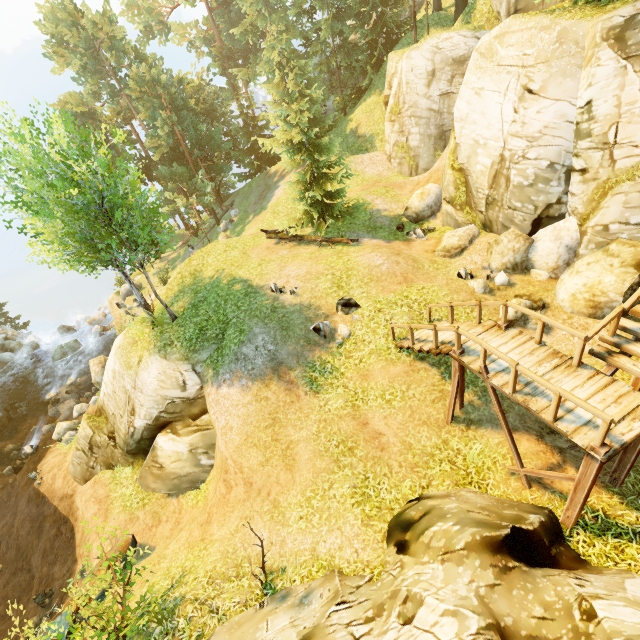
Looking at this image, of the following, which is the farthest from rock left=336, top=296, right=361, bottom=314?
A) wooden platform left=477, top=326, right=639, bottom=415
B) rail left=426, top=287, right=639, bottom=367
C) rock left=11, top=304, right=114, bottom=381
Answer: rock left=11, top=304, right=114, bottom=381

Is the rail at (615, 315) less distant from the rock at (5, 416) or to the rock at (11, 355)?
the rock at (5, 416)

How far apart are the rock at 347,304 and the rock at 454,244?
4.74m

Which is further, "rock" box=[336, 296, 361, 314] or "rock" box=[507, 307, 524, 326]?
"rock" box=[336, 296, 361, 314]

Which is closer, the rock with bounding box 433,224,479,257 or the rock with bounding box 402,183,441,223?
the rock with bounding box 433,224,479,257

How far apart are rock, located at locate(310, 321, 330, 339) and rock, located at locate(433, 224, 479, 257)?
6.1m

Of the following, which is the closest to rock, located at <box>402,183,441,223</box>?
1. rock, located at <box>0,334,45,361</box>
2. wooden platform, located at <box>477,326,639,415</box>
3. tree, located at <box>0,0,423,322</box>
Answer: tree, located at <box>0,0,423,322</box>

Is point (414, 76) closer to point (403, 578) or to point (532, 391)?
point (532, 391)
